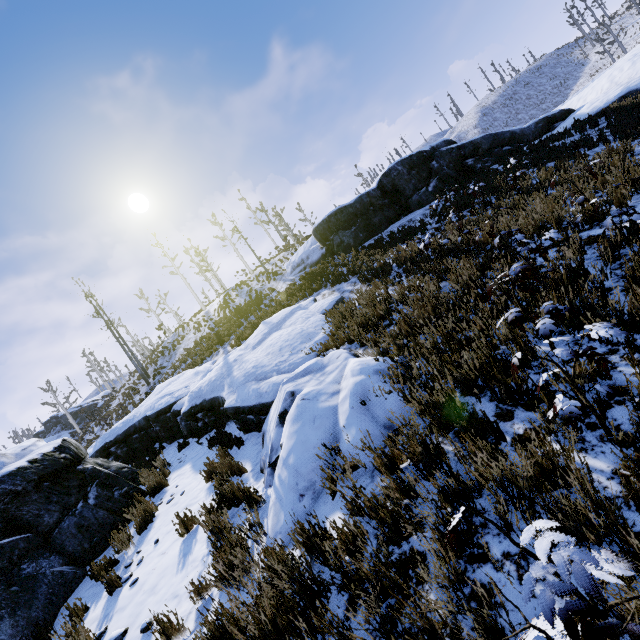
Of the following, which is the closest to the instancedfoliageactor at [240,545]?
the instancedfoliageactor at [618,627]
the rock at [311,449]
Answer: the rock at [311,449]

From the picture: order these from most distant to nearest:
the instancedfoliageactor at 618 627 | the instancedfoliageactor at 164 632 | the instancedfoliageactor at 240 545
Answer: the instancedfoliageactor at 164 632, the instancedfoliageactor at 240 545, the instancedfoliageactor at 618 627

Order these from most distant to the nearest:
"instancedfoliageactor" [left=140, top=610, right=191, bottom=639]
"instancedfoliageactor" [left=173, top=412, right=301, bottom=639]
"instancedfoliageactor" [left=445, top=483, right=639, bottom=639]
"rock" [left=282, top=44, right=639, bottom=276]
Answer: "rock" [left=282, top=44, right=639, bottom=276]
"instancedfoliageactor" [left=140, top=610, right=191, bottom=639]
"instancedfoliageactor" [left=173, top=412, right=301, bottom=639]
"instancedfoliageactor" [left=445, top=483, right=639, bottom=639]

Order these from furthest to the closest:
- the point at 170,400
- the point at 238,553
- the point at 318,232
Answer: the point at 318,232
the point at 170,400
the point at 238,553

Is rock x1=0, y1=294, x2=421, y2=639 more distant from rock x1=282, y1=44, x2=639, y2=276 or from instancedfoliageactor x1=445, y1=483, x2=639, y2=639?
rock x1=282, y1=44, x2=639, y2=276

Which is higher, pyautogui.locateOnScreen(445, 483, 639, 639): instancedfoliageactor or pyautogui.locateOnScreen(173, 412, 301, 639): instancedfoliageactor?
pyautogui.locateOnScreen(445, 483, 639, 639): instancedfoliageactor

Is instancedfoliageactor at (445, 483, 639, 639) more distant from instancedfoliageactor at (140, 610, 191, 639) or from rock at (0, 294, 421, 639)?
instancedfoliageactor at (140, 610, 191, 639)

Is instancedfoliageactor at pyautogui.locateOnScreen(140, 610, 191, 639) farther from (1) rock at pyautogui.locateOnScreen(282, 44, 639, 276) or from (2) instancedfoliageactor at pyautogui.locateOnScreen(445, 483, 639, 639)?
(1) rock at pyautogui.locateOnScreen(282, 44, 639, 276)
